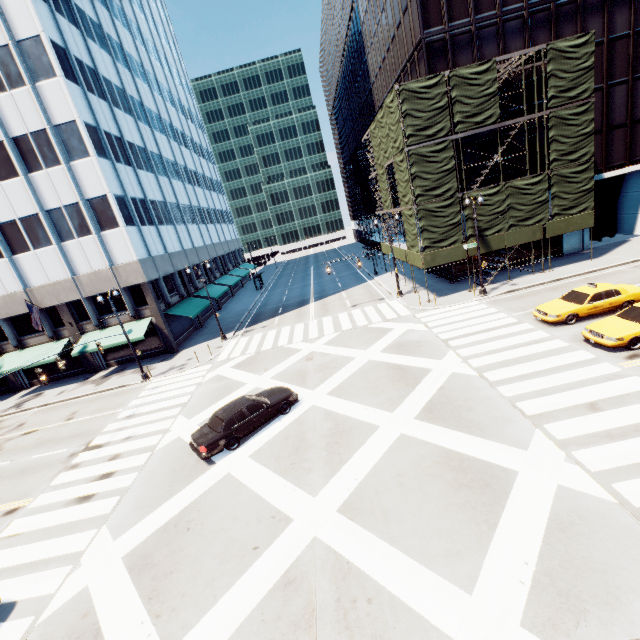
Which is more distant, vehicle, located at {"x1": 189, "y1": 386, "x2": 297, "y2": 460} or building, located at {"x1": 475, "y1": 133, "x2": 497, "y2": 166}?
building, located at {"x1": 475, "y1": 133, "x2": 497, "y2": 166}

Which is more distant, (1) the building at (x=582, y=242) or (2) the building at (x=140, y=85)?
(1) the building at (x=582, y=242)

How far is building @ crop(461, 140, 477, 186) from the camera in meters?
26.6 m

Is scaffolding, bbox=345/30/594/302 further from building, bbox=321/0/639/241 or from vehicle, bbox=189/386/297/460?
vehicle, bbox=189/386/297/460

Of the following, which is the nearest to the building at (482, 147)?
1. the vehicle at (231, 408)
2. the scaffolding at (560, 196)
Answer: the scaffolding at (560, 196)

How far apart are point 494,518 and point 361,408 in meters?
6.9 m

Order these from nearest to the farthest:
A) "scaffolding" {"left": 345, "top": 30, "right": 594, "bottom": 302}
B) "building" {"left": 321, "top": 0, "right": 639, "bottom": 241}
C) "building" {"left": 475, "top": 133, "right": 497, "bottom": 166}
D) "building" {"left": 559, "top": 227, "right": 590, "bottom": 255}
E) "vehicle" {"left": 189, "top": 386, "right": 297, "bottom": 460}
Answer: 1. "vehicle" {"left": 189, "top": 386, "right": 297, "bottom": 460}
2. "scaffolding" {"left": 345, "top": 30, "right": 594, "bottom": 302}
3. "building" {"left": 321, "top": 0, "right": 639, "bottom": 241}
4. "building" {"left": 475, "top": 133, "right": 497, "bottom": 166}
5. "building" {"left": 559, "top": 227, "right": 590, "bottom": 255}
